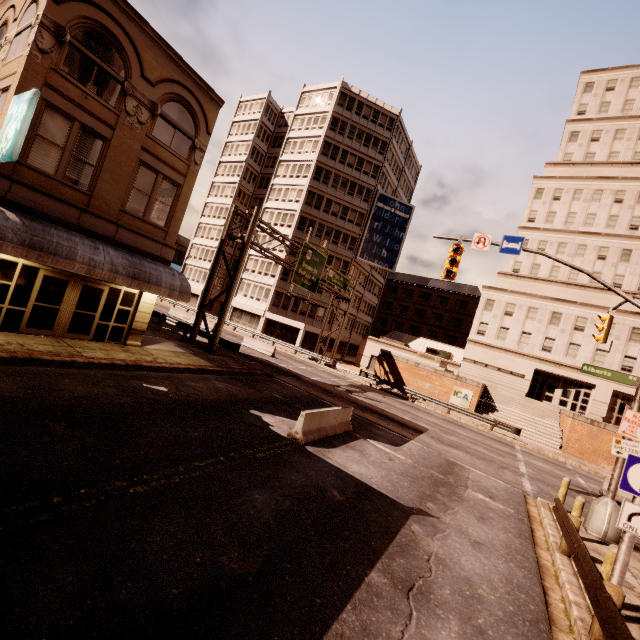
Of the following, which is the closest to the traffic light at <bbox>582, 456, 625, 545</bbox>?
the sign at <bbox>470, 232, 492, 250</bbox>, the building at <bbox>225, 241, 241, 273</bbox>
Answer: the sign at <bbox>470, 232, 492, 250</bbox>

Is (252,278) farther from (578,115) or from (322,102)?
(578,115)

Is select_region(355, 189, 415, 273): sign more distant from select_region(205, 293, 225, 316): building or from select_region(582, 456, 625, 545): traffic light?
select_region(582, 456, 625, 545): traffic light

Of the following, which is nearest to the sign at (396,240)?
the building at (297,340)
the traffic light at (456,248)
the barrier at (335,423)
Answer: the building at (297,340)

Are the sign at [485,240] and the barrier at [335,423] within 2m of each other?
no

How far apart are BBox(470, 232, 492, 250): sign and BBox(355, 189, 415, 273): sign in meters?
33.6

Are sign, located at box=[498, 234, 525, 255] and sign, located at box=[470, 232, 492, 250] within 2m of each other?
yes

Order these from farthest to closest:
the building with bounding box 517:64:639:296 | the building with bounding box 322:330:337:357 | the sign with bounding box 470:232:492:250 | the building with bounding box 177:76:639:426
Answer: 1. the building with bounding box 322:330:337:357
2. the building with bounding box 517:64:639:296
3. the building with bounding box 177:76:639:426
4. the sign with bounding box 470:232:492:250
